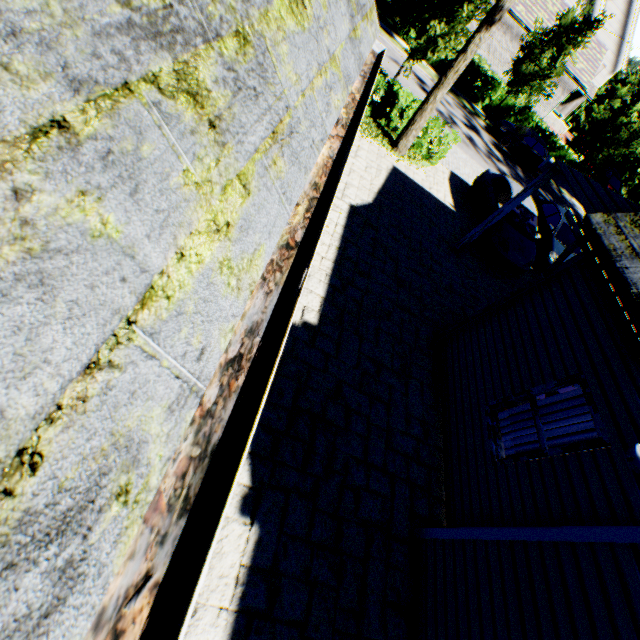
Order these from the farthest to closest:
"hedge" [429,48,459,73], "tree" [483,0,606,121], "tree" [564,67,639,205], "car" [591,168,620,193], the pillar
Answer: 1. "car" [591,168,620,193]
2. "hedge" [429,48,459,73]
3. "tree" [564,67,639,205]
4. "tree" [483,0,606,121]
5. the pillar

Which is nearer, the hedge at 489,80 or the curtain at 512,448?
the curtain at 512,448

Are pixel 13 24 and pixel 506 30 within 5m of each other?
no

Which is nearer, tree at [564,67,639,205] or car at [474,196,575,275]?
car at [474,196,575,275]

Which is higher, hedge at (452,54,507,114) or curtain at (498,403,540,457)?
hedge at (452,54,507,114)

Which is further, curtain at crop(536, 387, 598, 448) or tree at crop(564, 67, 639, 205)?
tree at crop(564, 67, 639, 205)

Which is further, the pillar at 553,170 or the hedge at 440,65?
the hedge at 440,65

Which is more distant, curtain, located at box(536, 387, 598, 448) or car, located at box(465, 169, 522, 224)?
car, located at box(465, 169, 522, 224)
